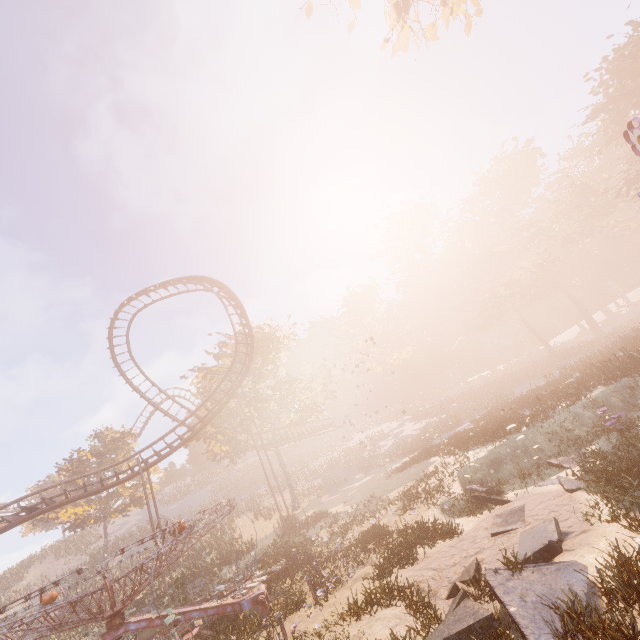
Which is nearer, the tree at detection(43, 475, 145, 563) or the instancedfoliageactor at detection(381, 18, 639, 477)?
the instancedfoliageactor at detection(381, 18, 639, 477)

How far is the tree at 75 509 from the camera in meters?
33.0 m

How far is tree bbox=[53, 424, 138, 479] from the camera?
36.09m

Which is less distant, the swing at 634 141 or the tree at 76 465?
the swing at 634 141

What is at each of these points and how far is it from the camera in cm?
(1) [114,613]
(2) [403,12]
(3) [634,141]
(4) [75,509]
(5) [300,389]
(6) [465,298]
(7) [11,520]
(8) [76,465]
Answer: (1) merry-go-round, 1115
(2) tree, 1662
(3) swing, 787
(4) tree, 3341
(5) tree, 3431
(6) instancedfoliageactor, 5847
(7) roller coaster, 1855
(8) tree, 3741

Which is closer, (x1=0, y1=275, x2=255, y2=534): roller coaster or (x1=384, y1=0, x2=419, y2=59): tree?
(x1=384, y1=0, x2=419, y2=59): tree

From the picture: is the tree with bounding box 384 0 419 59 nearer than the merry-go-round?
No
